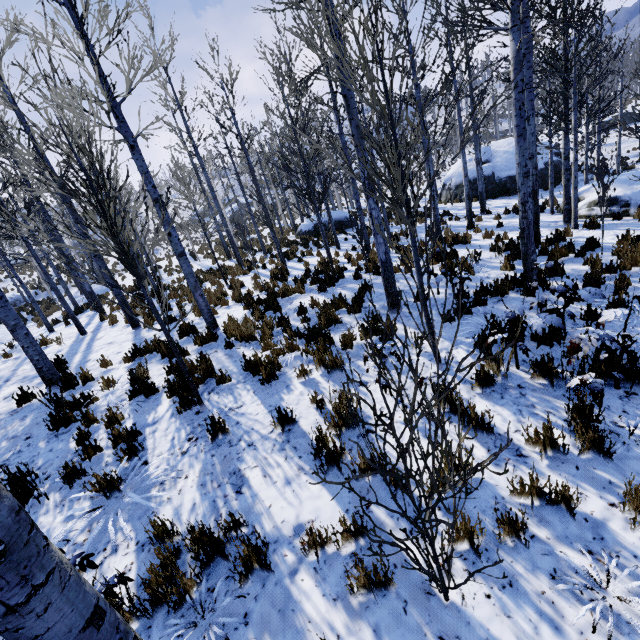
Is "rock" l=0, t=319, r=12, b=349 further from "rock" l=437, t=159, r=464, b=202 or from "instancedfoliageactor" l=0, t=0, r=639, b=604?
"rock" l=437, t=159, r=464, b=202

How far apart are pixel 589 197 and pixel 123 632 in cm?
1649

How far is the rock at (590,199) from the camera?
11.6m

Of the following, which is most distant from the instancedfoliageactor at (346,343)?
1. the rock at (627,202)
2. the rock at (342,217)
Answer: the rock at (342,217)

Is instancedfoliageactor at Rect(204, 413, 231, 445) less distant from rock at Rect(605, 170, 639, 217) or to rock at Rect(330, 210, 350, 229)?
rock at Rect(605, 170, 639, 217)

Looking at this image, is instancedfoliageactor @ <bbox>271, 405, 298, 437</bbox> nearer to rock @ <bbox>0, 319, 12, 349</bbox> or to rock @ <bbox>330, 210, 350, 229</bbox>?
rock @ <bbox>0, 319, 12, 349</bbox>

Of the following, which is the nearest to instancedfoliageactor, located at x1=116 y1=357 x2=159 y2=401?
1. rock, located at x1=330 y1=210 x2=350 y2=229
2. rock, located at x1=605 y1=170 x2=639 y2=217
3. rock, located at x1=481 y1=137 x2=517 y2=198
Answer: rock, located at x1=605 y1=170 x2=639 y2=217

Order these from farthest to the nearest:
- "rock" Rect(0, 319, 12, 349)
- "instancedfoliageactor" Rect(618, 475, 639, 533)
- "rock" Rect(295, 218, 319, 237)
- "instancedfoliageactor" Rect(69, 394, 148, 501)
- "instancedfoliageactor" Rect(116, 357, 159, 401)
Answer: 1. "rock" Rect(295, 218, 319, 237)
2. "rock" Rect(0, 319, 12, 349)
3. "instancedfoliageactor" Rect(116, 357, 159, 401)
4. "instancedfoliageactor" Rect(69, 394, 148, 501)
5. "instancedfoliageactor" Rect(618, 475, 639, 533)
